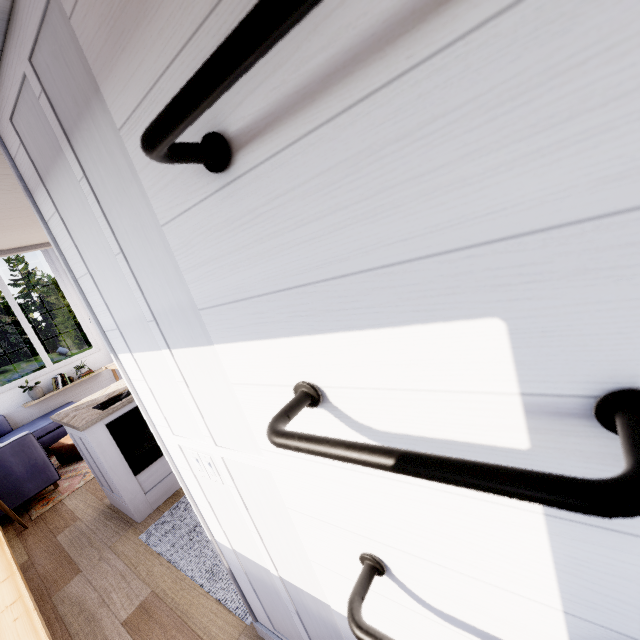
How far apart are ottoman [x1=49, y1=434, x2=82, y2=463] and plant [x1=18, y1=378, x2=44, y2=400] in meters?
→ 1.3

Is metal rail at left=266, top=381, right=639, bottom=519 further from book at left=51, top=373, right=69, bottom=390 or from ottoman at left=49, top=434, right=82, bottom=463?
book at left=51, top=373, right=69, bottom=390

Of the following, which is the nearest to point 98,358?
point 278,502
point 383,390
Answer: point 278,502

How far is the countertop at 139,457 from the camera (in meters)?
2.74

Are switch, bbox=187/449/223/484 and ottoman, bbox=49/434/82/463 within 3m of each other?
no

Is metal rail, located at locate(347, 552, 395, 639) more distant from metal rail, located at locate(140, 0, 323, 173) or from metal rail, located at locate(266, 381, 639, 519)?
metal rail, located at locate(140, 0, 323, 173)

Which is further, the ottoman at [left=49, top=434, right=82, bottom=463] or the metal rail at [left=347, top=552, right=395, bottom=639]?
the ottoman at [left=49, top=434, right=82, bottom=463]

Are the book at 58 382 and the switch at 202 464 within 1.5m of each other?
no
